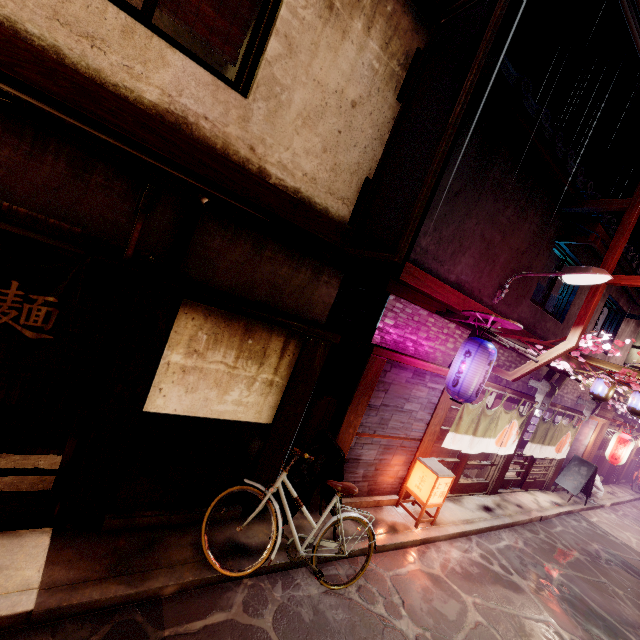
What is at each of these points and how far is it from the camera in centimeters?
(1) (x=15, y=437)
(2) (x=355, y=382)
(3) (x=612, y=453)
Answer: (1) building, 824cm
(2) wood pole, 948cm
(3) lantern, 2058cm

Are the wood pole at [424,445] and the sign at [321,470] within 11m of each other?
yes

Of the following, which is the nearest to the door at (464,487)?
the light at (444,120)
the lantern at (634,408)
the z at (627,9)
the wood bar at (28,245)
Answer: the lantern at (634,408)

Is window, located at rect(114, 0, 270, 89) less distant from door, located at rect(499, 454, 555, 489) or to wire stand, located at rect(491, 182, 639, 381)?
wire stand, located at rect(491, 182, 639, 381)

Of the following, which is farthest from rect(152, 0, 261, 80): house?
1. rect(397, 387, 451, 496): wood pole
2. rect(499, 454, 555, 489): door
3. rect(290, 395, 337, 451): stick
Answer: rect(499, 454, 555, 489): door

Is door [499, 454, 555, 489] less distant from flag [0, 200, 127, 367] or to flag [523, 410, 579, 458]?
flag [523, 410, 579, 458]

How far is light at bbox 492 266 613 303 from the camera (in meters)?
9.76

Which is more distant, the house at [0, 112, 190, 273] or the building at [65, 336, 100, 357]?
the building at [65, 336, 100, 357]
